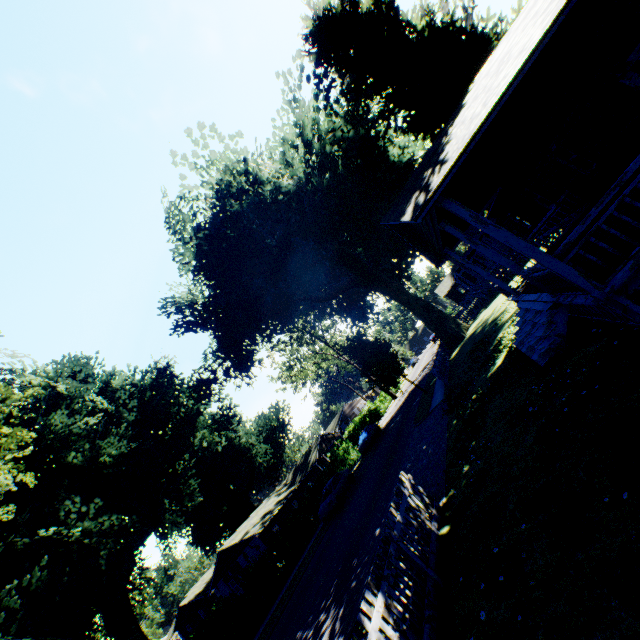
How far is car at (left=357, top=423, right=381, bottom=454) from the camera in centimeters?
3231cm

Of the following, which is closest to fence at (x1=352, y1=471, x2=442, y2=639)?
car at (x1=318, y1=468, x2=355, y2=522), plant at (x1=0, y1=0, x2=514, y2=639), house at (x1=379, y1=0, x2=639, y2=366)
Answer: plant at (x1=0, y1=0, x2=514, y2=639)

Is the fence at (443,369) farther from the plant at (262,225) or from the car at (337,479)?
the car at (337,479)

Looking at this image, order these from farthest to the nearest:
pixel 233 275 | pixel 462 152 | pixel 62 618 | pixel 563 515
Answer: pixel 233 275
pixel 62 618
pixel 462 152
pixel 563 515

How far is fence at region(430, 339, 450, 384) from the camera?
19.73m

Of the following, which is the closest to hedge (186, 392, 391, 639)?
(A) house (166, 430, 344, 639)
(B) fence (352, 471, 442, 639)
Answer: (A) house (166, 430, 344, 639)

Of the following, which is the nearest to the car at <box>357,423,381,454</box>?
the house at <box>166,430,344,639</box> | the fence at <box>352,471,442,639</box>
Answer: the house at <box>166,430,344,639</box>

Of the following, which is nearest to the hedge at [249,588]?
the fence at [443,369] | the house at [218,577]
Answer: the house at [218,577]
